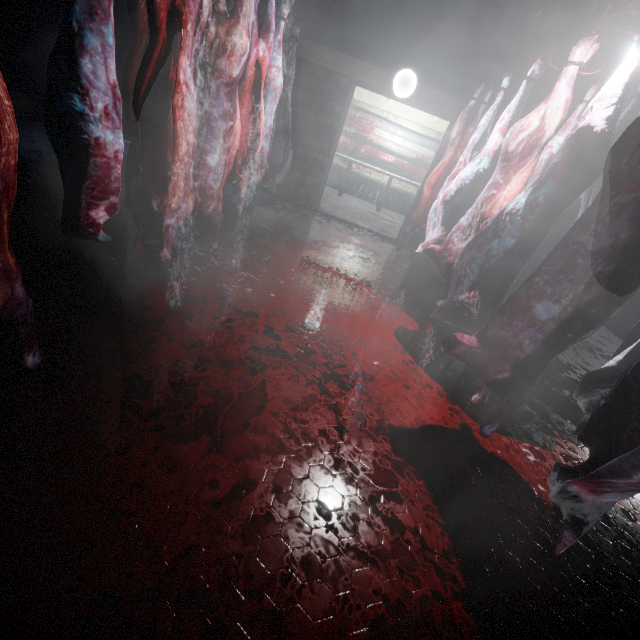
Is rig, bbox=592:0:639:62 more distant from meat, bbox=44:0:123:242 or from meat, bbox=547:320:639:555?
meat, bbox=44:0:123:242

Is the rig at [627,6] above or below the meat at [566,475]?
above

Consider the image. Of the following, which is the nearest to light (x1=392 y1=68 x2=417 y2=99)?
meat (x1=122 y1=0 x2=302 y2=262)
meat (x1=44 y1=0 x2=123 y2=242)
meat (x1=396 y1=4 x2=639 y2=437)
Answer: meat (x1=122 y1=0 x2=302 y2=262)

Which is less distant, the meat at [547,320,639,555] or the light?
the meat at [547,320,639,555]

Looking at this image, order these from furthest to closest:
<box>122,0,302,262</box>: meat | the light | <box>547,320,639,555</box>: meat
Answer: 1. the light
2. <box>122,0,302,262</box>: meat
3. <box>547,320,639,555</box>: meat

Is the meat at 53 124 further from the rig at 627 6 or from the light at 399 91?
the light at 399 91

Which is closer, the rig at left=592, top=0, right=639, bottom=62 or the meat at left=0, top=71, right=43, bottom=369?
the meat at left=0, top=71, right=43, bottom=369

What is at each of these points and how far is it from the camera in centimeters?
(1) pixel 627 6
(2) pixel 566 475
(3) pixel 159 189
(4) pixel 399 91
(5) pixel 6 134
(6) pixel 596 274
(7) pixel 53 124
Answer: (1) rig, 187cm
(2) meat, 122cm
(3) meat, 217cm
(4) light, 428cm
(5) meat, 94cm
(6) meat, 129cm
(7) meat, 138cm
